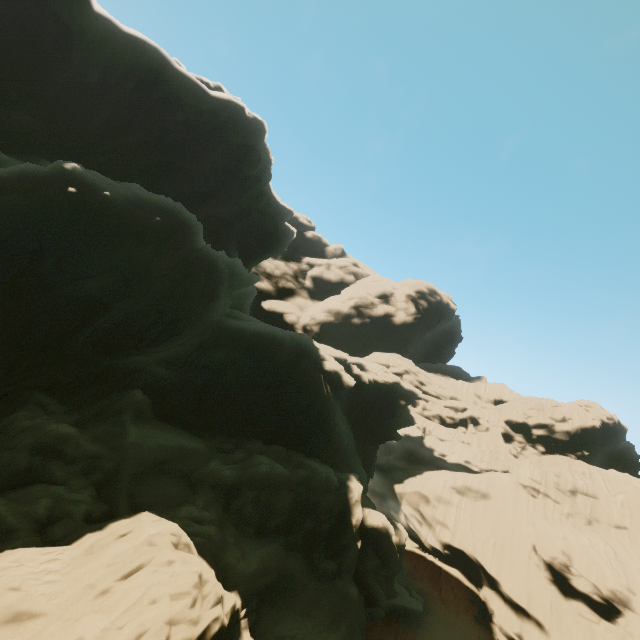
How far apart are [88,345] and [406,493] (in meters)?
41.20
